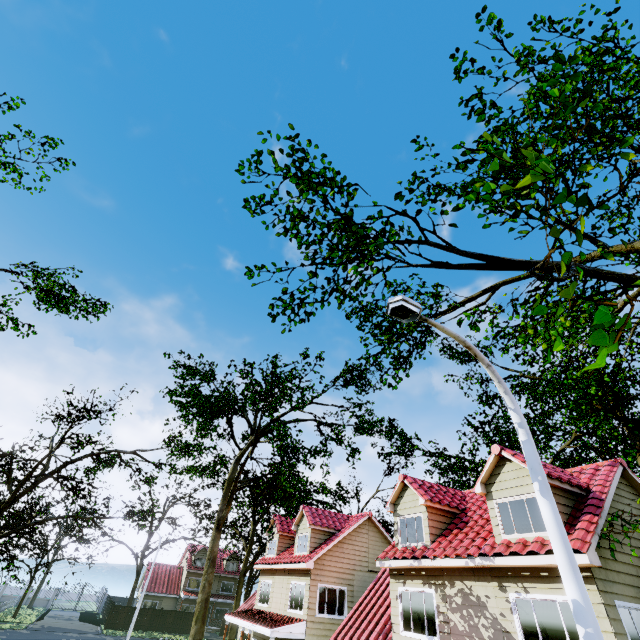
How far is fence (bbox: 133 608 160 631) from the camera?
38.8m

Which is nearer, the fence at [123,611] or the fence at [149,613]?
the fence at [123,611]

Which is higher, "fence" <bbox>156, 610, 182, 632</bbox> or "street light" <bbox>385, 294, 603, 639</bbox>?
"street light" <bbox>385, 294, 603, 639</bbox>

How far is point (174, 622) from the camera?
40.5 meters

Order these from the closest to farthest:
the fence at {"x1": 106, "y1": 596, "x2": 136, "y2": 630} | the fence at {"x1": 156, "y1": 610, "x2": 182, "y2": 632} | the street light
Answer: the street light
the fence at {"x1": 106, "y1": 596, "x2": 136, "y2": 630}
the fence at {"x1": 156, "y1": 610, "x2": 182, "y2": 632}

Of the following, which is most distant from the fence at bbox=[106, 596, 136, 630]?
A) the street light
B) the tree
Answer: the street light

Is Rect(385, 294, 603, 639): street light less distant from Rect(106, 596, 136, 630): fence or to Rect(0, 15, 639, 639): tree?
Rect(0, 15, 639, 639): tree

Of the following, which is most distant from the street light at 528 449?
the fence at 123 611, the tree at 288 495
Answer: the fence at 123 611
